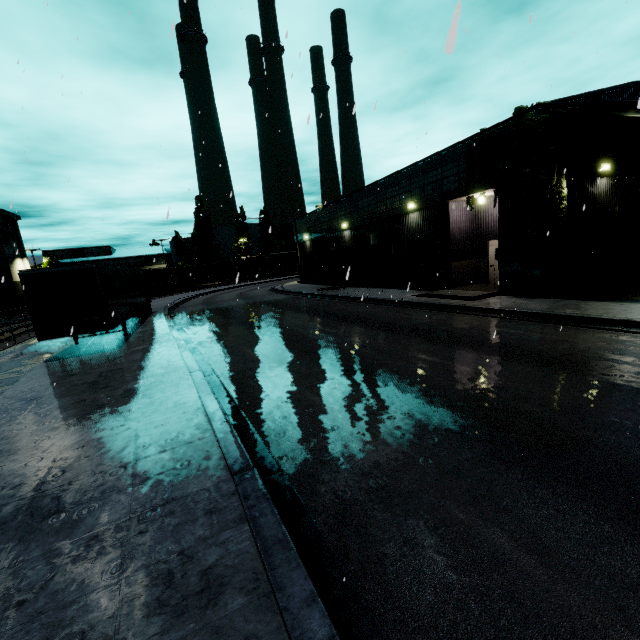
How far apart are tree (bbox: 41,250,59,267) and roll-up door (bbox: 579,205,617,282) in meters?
69.4

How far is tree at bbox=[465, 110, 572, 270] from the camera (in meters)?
13.18

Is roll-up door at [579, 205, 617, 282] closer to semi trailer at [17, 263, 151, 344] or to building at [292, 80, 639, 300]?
building at [292, 80, 639, 300]

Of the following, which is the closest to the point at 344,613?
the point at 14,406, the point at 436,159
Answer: the point at 14,406

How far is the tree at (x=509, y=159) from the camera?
13.18m

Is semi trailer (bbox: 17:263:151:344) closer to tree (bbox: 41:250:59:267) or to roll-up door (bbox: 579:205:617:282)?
roll-up door (bbox: 579:205:617:282)

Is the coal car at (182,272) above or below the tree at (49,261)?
below

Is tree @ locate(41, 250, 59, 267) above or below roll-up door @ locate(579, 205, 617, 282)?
above
